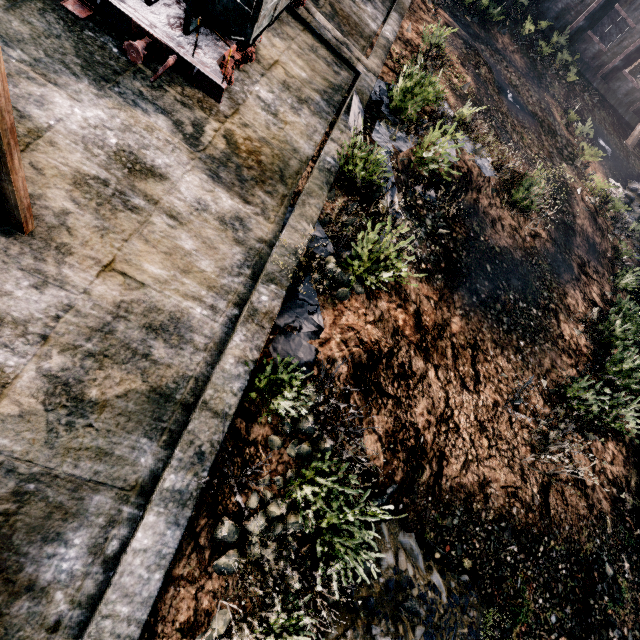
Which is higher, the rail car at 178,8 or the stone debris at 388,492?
the rail car at 178,8

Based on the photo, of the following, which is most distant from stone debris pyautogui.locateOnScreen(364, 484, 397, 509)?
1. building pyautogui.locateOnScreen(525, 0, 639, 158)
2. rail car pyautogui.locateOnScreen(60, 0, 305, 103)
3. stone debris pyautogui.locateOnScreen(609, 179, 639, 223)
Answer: building pyautogui.locateOnScreen(525, 0, 639, 158)

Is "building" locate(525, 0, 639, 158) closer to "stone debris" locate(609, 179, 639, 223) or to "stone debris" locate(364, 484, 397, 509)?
"stone debris" locate(609, 179, 639, 223)

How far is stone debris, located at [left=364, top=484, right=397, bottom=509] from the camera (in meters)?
6.64

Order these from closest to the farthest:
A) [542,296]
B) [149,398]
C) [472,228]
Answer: [149,398], [472,228], [542,296]

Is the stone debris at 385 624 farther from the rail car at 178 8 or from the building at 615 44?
the building at 615 44

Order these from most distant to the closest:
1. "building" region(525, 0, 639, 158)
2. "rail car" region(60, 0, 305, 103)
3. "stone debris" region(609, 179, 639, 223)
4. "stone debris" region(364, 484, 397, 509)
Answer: "building" region(525, 0, 639, 158), "stone debris" region(609, 179, 639, 223), "stone debris" region(364, 484, 397, 509), "rail car" region(60, 0, 305, 103)
